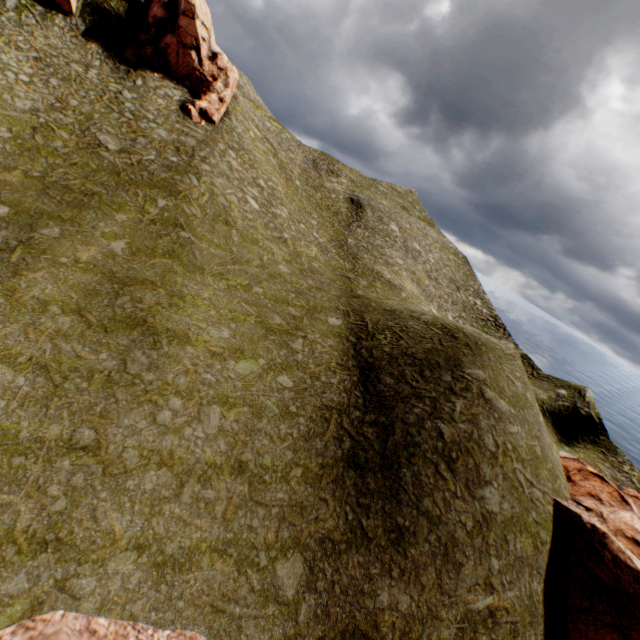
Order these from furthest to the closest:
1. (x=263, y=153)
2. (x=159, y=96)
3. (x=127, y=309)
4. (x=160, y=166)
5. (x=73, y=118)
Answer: (x=263, y=153)
(x=159, y=96)
(x=160, y=166)
(x=73, y=118)
(x=127, y=309)

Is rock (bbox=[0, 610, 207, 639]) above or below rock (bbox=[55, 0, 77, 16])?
below

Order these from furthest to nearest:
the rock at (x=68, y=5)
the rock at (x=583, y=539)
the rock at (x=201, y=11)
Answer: the rock at (x=201, y=11), the rock at (x=68, y=5), the rock at (x=583, y=539)

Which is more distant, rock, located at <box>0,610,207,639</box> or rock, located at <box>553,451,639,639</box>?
rock, located at <box>553,451,639,639</box>

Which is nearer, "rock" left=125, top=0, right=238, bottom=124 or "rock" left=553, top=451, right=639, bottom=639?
"rock" left=553, top=451, right=639, bottom=639

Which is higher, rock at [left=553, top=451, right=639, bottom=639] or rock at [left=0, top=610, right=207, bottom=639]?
rock at [left=553, top=451, right=639, bottom=639]

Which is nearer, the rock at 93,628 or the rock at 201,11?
the rock at 93,628
